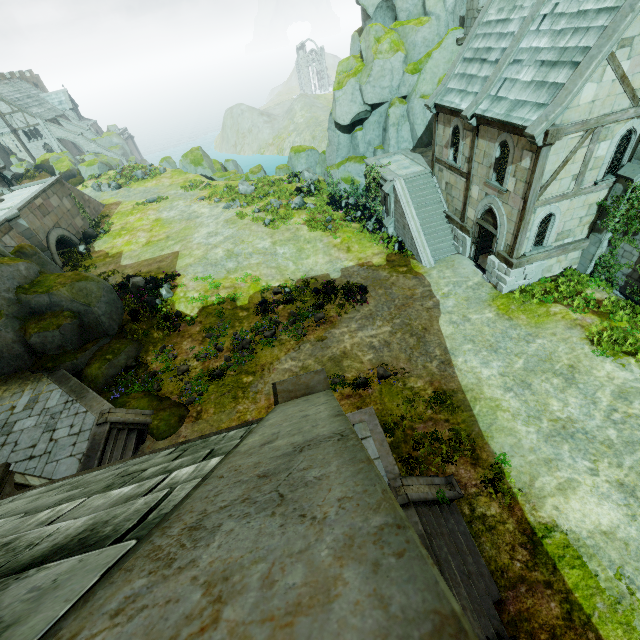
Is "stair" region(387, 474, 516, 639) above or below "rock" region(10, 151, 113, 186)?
below

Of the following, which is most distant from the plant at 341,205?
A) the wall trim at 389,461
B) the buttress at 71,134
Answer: the buttress at 71,134

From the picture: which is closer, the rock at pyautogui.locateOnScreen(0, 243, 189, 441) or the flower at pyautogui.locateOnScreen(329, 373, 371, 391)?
the flower at pyautogui.locateOnScreen(329, 373, 371, 391)

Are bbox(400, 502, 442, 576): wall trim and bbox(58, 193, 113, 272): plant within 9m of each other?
no

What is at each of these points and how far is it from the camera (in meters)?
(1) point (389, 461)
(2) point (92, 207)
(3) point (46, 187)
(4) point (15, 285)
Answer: (1) wall trim, 10.46
(2) stair, 33.62
(3) bridge arch, 26.83
(4) rock, 16.56

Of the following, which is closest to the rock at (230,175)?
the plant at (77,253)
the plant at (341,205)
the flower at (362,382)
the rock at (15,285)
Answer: the plant at (341,205)

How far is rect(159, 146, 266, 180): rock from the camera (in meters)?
34.91

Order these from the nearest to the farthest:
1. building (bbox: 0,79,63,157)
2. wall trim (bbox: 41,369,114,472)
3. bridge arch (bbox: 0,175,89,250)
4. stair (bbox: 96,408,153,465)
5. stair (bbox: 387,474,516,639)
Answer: stair (bbox: 387,474,516,639) < wall trim (bbox: 41,369,114,472) < stair (bbox: 96,408,153,465) < bridge arch (bbox: 0,175,89,250) < building (bbox: 0,79,63,157)
